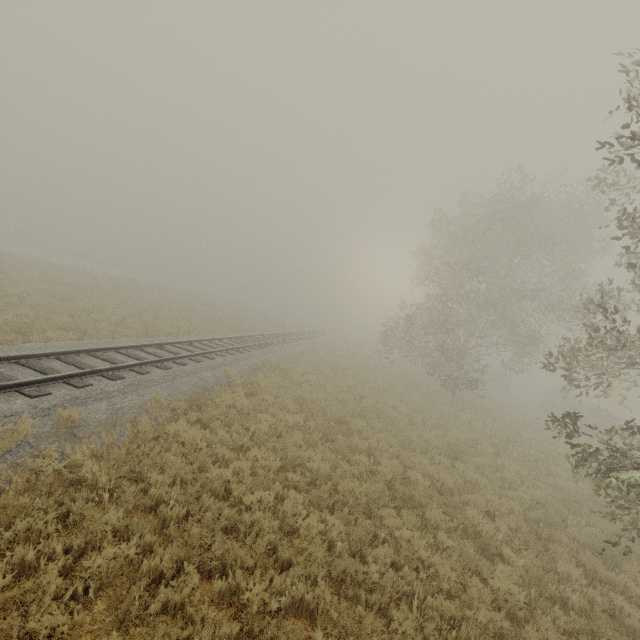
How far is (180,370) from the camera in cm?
1163
